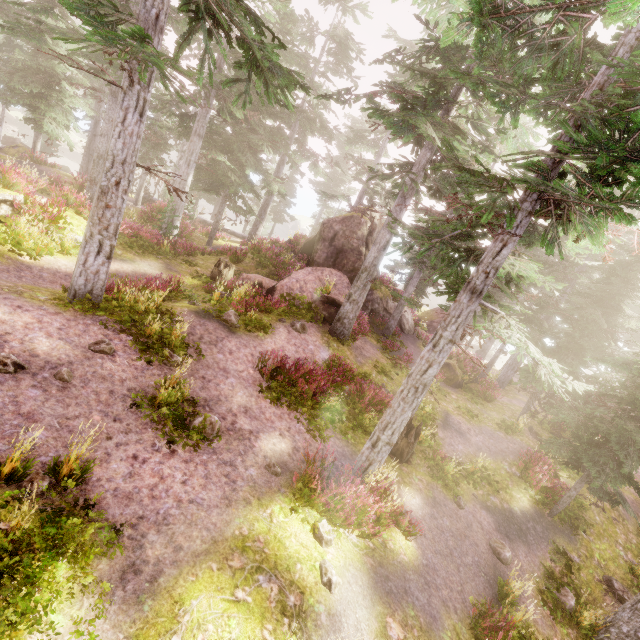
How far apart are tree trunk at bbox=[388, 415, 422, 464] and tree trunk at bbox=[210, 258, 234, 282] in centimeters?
1170cm

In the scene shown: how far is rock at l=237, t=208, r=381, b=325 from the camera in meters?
17.2

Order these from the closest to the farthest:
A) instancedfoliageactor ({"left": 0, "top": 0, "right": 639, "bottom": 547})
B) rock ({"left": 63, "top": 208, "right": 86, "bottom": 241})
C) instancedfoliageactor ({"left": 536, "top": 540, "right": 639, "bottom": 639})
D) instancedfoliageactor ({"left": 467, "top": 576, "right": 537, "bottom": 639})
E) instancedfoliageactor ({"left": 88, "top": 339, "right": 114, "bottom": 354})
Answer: instancedfoliageactor ({"left": 0, "top": 0, "right": 639, "bottom": 547})
instancedfoliageactor ({"left": 467, "top": 576, "right": 537, "bottom": 639})
instancedfoliageactor ({"left": 88, "top": 339, "right": 114, "bottom": 354})
instancedfoliageactor ({"left": 536, "top": 540, "right": 639, "bottom": 639})
rock ({"left": 63, "top": 208, "right": 86, "bottom": 241})

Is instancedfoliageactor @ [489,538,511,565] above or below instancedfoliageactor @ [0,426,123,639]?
below

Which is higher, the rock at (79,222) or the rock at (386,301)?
the rock at (386,301)

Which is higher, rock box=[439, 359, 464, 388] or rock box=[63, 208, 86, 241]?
rock box=[63, 208, 86, 241]

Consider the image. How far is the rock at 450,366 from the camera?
21.2 meters

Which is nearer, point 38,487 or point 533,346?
point 38,487
